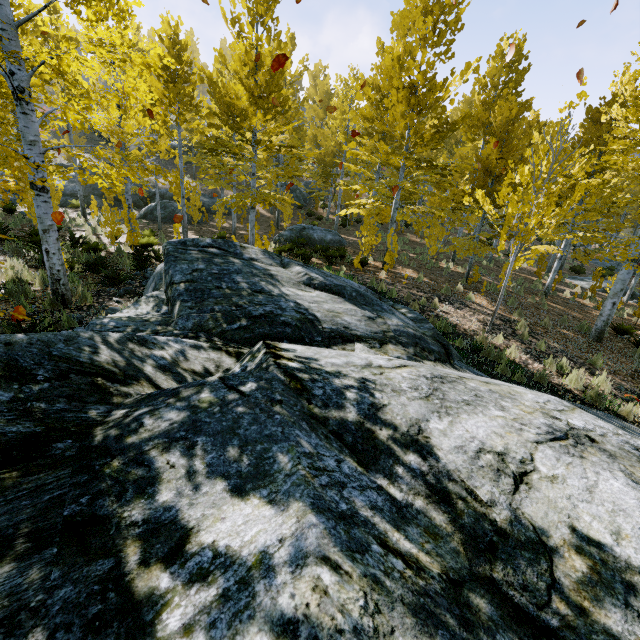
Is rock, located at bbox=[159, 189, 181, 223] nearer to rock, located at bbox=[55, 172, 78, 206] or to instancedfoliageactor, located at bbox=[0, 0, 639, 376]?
rock, located at bbox=[55, 172, 78, 206]

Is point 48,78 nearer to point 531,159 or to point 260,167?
point 260,167

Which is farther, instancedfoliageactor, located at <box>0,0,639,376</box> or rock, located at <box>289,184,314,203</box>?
rock, located at <box>289,184,314,203</box>

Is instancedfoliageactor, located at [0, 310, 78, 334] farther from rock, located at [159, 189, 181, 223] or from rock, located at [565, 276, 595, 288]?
rock, located at [159, 189, 181, 223]

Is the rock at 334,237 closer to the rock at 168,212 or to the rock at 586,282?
the rock at 168,212

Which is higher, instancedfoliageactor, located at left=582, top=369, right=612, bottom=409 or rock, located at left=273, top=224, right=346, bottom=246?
rock, located at left=273, top=224, right=346, bottom=246

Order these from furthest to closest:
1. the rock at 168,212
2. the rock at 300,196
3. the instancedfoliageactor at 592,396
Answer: the rock at 300,196 < the rock at 168,212 < the instancedfoliageactor at 592,396

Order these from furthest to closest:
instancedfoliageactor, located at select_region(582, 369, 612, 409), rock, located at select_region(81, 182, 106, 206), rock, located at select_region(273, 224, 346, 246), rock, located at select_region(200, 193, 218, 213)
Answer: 1. rock, located at select_region(200, 193, 218, 213)
2. rock, located at select_region(81, 182, 106, 206)
3. rock, located at select_region(273, 224, 346, 246)
4. instancedfoliageactor, located at select_region(582, 369, 612, 409)
